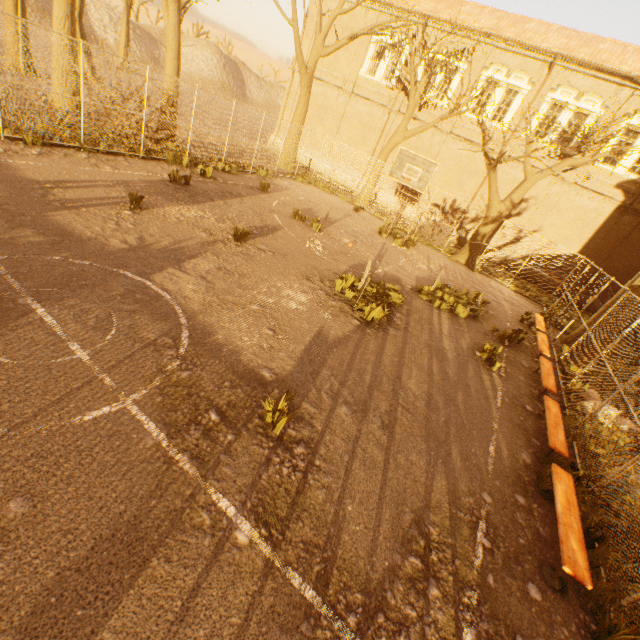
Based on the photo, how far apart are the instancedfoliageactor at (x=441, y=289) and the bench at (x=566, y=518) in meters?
6.2 m

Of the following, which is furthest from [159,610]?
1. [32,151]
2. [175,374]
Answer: [32,151]

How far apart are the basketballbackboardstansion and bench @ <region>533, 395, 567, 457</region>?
8.9m

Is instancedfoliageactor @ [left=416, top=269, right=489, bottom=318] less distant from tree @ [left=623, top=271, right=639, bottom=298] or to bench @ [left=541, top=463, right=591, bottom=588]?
tree @ [left=623, top=271, right=639, bottom=298]

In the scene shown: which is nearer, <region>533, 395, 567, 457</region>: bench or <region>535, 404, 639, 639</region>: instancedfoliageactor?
<region>535, 404, 639, 639</region>: instancedfoliageactor

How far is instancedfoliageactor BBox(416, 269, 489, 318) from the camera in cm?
1104

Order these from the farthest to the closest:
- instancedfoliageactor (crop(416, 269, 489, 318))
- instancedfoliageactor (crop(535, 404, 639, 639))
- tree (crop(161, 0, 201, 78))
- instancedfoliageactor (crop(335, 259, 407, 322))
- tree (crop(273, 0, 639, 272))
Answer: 1. tree (crop(273, 0, 639, 272))
2. tree (crop(161, 0, 201, 78))
3. instancedfoliageactor (crop(416, 269, 489, 318))
4. instancedfoliageactor (crop(335, 259, 407, 322))
5. instancedfoliageactor (crop(535, 404, 639, 639))

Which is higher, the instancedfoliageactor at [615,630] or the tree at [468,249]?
the tree at [468,249]
